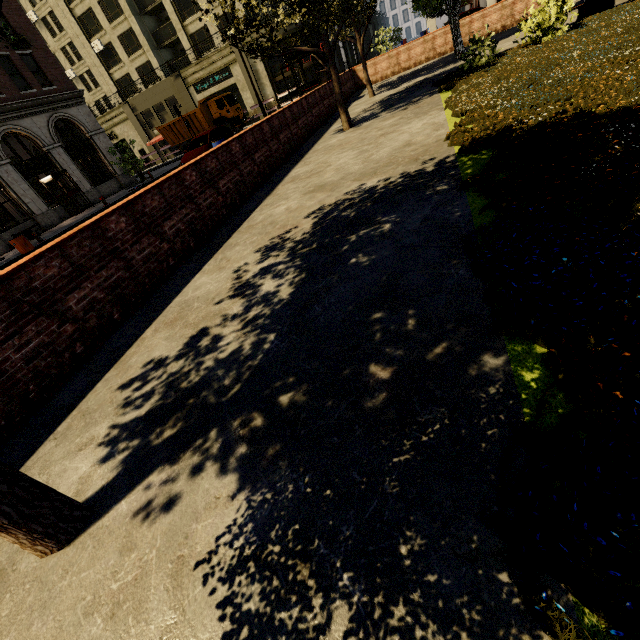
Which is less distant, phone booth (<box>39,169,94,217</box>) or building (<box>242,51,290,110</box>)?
phone booth (<box>39,169,94,217</box>)

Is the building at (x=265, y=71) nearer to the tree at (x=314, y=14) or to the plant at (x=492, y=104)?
the tree at (x=314, y=14)

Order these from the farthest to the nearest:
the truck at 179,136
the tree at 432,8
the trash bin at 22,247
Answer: the truck at 179,136
the trash bin at 22,247
the tree at 432,8

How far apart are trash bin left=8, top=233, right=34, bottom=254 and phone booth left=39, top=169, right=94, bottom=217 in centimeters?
804cm

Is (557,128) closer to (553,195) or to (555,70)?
(553,195)

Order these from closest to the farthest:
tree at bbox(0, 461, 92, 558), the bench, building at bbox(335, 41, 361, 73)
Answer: tree at bbox(0, 461, 92, 558), the bench, building at bbox(335, 41, 361, 73)

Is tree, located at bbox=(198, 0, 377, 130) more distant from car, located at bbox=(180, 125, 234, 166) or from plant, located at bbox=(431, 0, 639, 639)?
car, located at bbox=(180, 125, 234, 166)

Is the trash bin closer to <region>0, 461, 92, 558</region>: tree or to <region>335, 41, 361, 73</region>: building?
<region>0, 461, 92, 558</region>: tree
